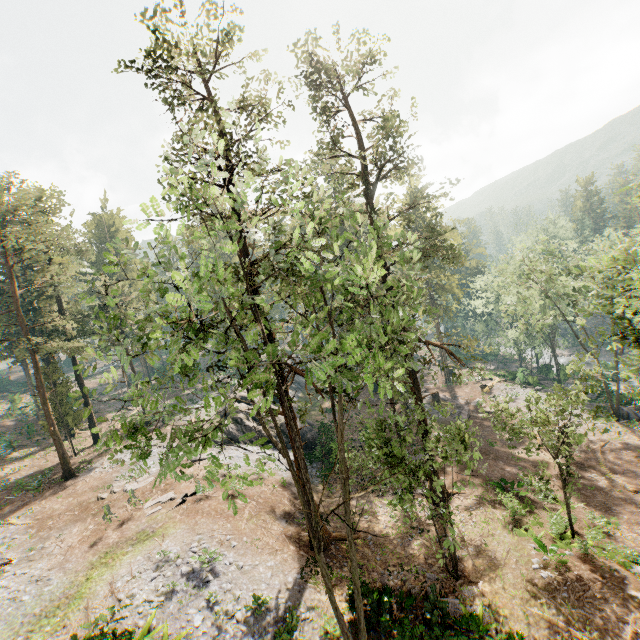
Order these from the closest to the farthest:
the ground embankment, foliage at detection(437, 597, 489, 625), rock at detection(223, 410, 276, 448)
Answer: foliage at detection(437, 597, 489, 625) → rock at detection(223, 410, 276, 448) → the ground embankment

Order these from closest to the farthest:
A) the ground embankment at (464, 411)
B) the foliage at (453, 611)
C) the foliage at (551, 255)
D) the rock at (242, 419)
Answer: the foliage at (551, 255), the foliage at (453, 611), the rock at (242, 419), the ground embankment at (464, 411)

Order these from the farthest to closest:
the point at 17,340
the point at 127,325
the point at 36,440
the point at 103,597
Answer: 1. the point at 36,440
2. the point at 17,340
3. the point at 103,597
4. the point at 127,325

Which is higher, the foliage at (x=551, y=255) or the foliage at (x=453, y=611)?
the foliage at (x=551, y=255)

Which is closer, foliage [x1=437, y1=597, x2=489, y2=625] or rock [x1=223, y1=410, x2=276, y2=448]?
foliage [x1=437, y1=597, x2=489, y2=625]

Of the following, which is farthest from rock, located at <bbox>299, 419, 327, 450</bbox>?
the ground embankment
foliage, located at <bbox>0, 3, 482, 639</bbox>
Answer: the ground embankment

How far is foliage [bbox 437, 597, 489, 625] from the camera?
14.2 meters
